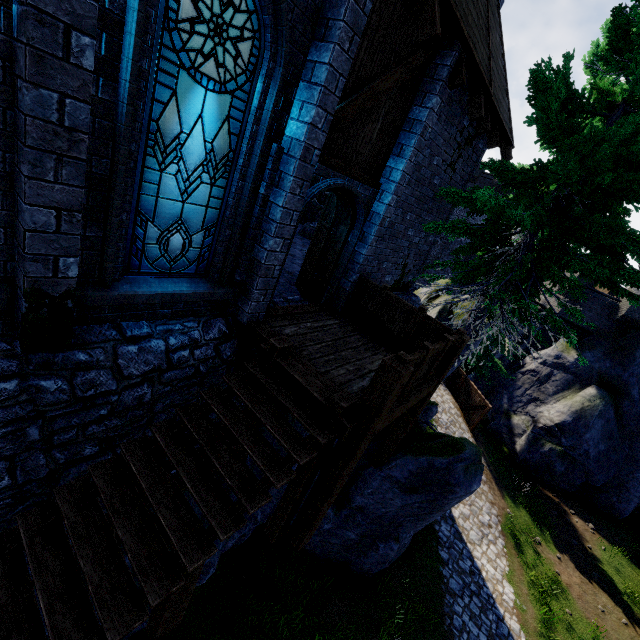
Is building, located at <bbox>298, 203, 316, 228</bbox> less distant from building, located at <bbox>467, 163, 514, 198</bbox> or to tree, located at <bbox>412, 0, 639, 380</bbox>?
tree, located at <bbox>412, 0, 639, 380</bbox>

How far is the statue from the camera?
14.7m

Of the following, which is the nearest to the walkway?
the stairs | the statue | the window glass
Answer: the stairs

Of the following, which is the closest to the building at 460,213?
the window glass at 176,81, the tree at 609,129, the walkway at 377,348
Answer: the tree at 609,129

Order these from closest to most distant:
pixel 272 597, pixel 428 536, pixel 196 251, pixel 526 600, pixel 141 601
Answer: pixel 141 601 < pixel 196 251 < pixel 272 597 < pixel 526 600 < pixel 428 536

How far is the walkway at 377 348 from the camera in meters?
4.4 m

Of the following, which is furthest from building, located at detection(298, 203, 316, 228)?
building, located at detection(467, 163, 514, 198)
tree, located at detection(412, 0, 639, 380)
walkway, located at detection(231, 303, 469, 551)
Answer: building, located at detection(467, 163, 514, 198)

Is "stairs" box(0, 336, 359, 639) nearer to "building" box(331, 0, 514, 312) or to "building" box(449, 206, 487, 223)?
"building" box(331, 0, 514, 312)
